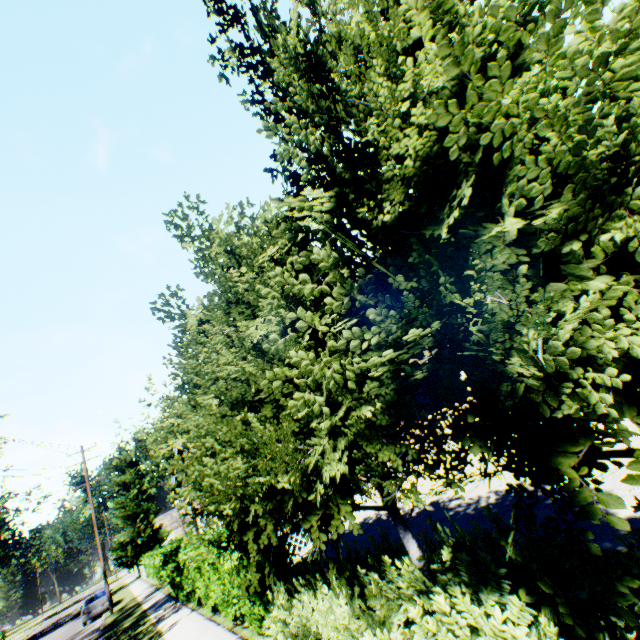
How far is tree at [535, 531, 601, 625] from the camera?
1.93m

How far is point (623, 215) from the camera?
1.51m

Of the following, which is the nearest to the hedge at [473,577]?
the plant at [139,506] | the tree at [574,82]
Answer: the tree at [574,82]

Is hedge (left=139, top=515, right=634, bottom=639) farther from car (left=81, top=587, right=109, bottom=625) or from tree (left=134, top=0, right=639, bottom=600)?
car (left=81, top=587, right=109, bottom=625)

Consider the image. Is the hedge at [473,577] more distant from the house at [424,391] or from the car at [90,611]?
the car at [90,611]

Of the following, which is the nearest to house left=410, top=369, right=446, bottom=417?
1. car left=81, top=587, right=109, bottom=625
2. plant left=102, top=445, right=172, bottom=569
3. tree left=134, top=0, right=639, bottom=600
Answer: plant left=102, top=445, right=172, bottom=569

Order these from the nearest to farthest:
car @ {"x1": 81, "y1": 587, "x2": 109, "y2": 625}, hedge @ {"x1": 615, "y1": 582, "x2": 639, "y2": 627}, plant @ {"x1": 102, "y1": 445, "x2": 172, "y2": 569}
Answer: hedge @ {"x1": 615, "y1": 582, "x2": 639, "y2": 627}, car @ {"x1": 81, "y1": 587, "x2": 109, "y2": 625}, plant @ {"x1": 102, "y1": 445, "x2": 172, "y2": 569}

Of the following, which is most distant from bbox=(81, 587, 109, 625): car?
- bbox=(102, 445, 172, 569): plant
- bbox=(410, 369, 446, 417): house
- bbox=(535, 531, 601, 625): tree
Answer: bbox=(535, 531, 601, 625): tree
